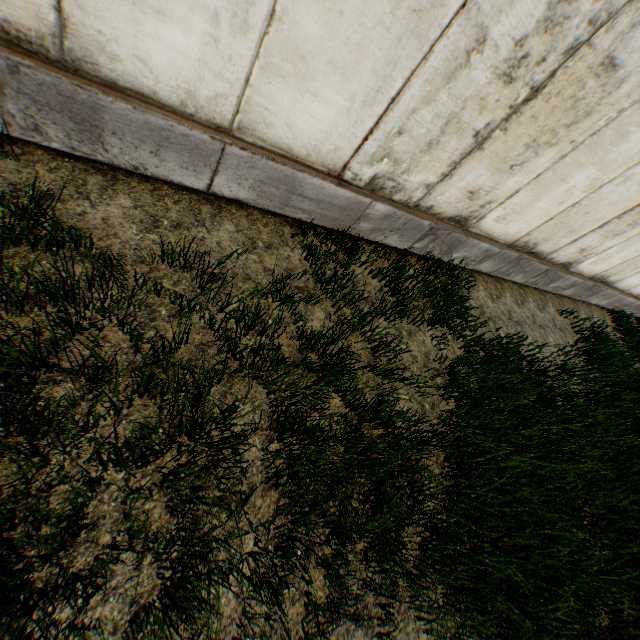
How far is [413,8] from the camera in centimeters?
232cm
